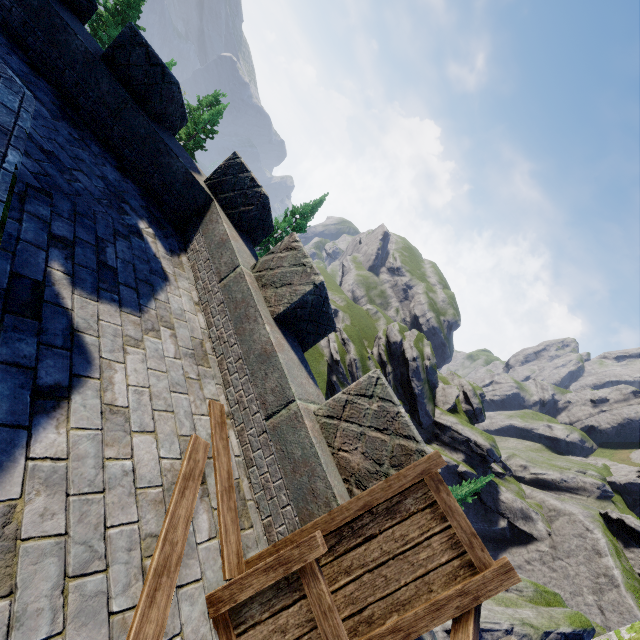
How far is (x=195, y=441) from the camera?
3.6m

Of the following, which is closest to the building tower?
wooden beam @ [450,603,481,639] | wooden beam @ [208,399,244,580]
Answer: wooden beam @ [450,603,481,639]

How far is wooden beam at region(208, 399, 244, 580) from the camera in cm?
309

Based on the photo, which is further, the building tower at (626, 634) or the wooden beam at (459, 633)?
the building tower at (626, 634)

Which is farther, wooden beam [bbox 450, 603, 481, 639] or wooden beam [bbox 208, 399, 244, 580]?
wooden beam [bbox 208, 399, 244, 580]

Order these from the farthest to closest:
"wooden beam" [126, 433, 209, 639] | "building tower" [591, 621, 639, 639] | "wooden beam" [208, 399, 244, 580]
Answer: "building tower" [591, 621, 639, 639] → "wooden beam" [208, 399, 244, 580] → "wooden beam" [126, 433, 209, 639]

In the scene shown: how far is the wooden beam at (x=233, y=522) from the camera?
3.09m

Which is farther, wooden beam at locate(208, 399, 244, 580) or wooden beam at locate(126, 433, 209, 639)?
wooden beam at locate(208, 399, 244, 580)
